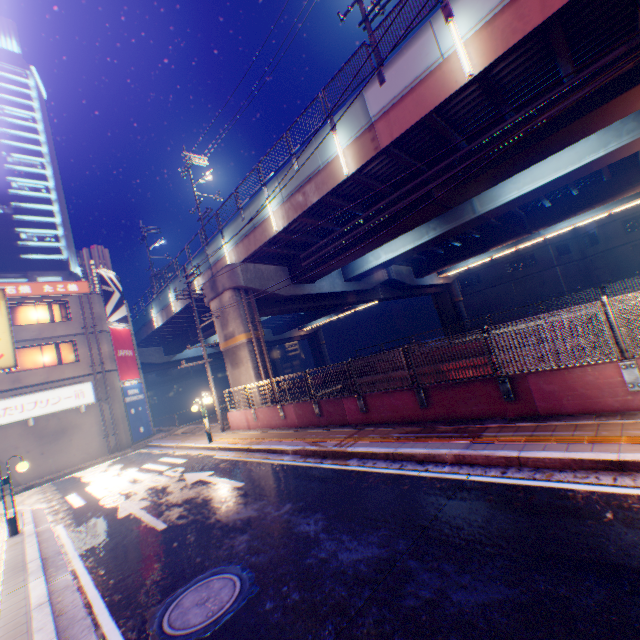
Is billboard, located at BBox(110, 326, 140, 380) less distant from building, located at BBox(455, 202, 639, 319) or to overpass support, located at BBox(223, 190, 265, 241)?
overpass support, located at BBox(223, 190, 265, 241)

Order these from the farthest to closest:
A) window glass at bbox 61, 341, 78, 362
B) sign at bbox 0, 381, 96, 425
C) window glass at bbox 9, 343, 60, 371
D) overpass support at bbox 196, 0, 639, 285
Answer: window glass at bbox 61, 341, 78, 362
window glass at bbox 9, 343, 60, 371
sign at bbox 0, 381, 96, 425
overpass support at bbox 196, 0, 639, 285

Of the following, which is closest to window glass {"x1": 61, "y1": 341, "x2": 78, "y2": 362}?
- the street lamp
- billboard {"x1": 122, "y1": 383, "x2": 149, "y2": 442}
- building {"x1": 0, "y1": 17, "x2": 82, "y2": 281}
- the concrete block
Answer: billboard {"x1": 122, "y1": 383, "x2": 149, "y2": 442}

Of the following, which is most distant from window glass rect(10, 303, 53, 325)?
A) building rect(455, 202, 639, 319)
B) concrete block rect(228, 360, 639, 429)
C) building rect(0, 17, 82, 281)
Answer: building rect(455, 202, 639, 319)

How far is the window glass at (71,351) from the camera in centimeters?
2252cm

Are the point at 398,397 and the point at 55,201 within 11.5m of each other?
no

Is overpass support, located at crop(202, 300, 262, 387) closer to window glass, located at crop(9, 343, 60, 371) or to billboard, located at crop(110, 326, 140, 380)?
billboard, located at crop(110, 326, 140, 380)

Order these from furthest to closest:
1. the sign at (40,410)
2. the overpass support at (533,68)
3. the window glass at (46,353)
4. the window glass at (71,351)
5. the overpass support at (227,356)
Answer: the window glass at (71,351), the window glass at (46,353), the sign at (40,410), the overpass support at (227,356), the overpass support at (533,68)
